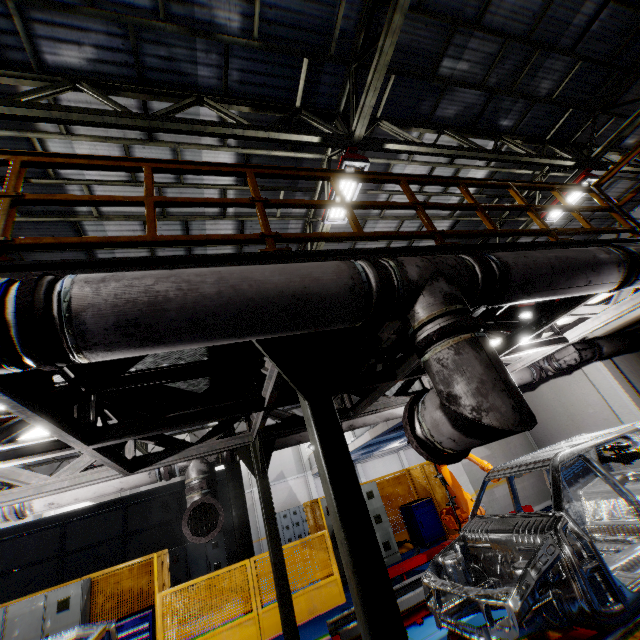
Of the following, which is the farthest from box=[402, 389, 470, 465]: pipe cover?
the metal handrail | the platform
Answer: the platform

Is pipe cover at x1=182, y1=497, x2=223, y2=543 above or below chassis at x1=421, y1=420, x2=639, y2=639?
above

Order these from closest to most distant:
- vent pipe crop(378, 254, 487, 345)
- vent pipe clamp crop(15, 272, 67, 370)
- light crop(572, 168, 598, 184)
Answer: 1. vent pipe clamp crop(15, 272, 67, 370)
2. vent pipe crop(378, 254, 487, 345)
3. light crop(572, 168, 598, 184)

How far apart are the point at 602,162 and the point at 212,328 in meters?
12.6 m

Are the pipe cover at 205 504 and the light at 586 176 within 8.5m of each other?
no

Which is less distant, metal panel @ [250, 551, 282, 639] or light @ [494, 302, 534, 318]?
light @ [494, 302, 534, 318]

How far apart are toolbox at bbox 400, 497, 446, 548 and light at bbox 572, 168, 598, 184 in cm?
968

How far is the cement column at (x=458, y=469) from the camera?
9.29m
